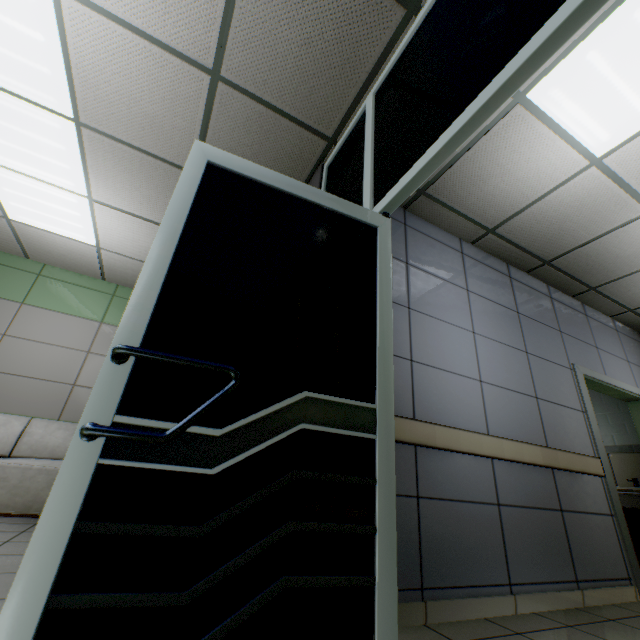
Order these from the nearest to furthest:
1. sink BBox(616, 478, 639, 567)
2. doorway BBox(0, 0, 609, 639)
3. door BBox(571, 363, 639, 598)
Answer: doorway BBox(0, 0, 609, 639) → door BBox(571, 363, 639, 598) → sink BBox(616, 478, 639, 567)

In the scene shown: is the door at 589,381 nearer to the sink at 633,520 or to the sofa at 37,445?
the sink at 633,520

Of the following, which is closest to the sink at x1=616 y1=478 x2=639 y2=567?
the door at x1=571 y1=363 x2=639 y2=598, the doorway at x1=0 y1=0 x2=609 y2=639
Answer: the door at x1=571 y1=363 x2=639 y2=598

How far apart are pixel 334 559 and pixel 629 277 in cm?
503

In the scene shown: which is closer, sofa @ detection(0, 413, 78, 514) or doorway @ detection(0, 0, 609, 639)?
doorway @ detection(0, 0, 609, 639)

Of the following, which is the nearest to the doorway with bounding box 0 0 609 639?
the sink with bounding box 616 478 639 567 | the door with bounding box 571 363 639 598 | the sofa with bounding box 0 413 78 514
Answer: the sofa with bounding box 0 413 78 514

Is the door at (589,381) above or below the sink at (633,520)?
above
